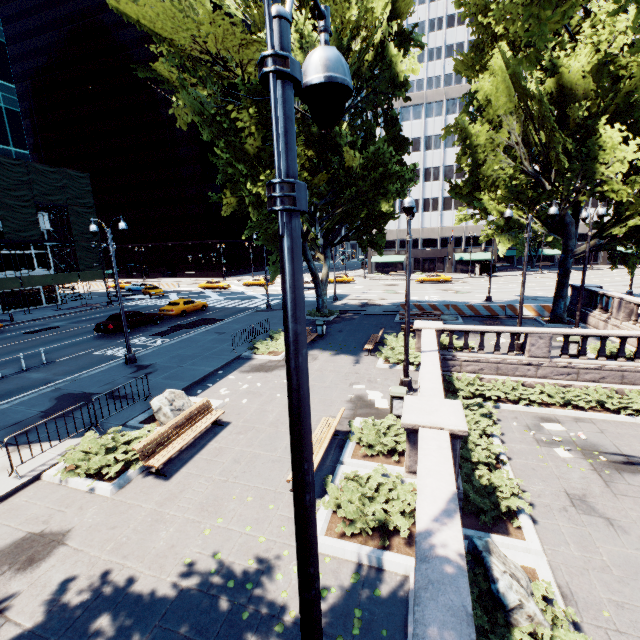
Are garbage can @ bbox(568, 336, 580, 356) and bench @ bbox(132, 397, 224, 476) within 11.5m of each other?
no

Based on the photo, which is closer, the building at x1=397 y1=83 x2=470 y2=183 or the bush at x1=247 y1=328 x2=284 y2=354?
the bush at x1=247 y1=328 x2=284 y2=354

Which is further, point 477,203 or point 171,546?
point 477,203

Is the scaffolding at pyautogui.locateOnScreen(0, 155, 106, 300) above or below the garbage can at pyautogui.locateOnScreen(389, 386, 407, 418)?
above

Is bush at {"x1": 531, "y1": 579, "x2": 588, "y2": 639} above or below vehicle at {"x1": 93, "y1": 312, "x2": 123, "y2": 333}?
below

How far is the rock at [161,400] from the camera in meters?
10.7 m

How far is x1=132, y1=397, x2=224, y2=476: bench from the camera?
8.4 meters

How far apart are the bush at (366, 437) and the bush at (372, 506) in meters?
0.6
